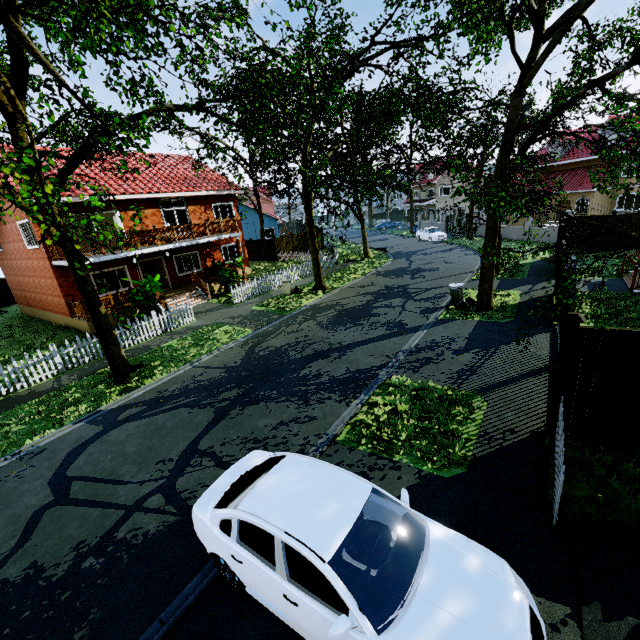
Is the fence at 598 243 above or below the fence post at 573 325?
below

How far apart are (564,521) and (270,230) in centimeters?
4242cm

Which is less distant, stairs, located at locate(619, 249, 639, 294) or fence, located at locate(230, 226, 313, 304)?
stairs, located at locate(619, 249, 639, 294)

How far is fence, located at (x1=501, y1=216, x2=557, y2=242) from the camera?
26.0 meters

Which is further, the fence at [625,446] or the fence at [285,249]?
the fence at [285,249]

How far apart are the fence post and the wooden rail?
18.70m

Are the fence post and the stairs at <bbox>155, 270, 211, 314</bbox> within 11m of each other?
no

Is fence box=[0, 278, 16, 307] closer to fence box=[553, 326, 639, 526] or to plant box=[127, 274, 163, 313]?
fence box=[553, 326, 639, 526]
